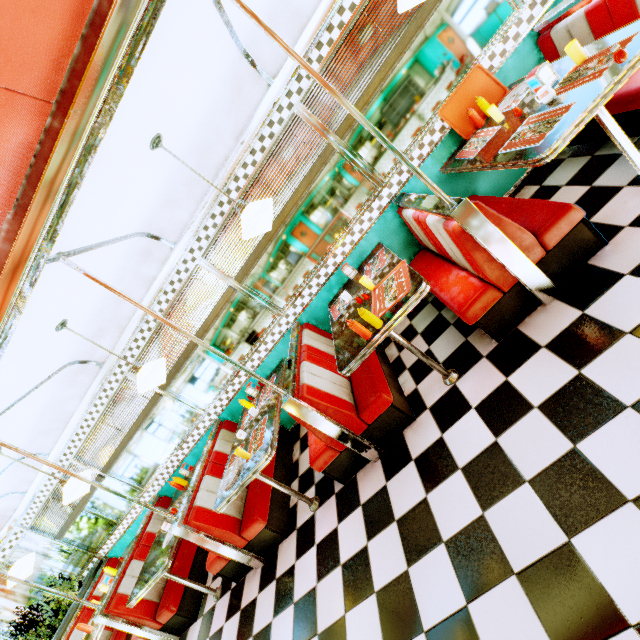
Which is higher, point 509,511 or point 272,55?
point 272,55

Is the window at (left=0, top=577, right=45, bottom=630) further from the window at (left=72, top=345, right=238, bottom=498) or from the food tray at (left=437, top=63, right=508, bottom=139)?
the food tray at (left=437, top=63, right=508, bottom=139)

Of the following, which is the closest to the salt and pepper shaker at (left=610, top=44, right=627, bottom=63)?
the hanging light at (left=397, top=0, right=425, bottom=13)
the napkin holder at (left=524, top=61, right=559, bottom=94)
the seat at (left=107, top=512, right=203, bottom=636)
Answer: the napkin holder at (left=524, top=61, right=559, bottom=94)

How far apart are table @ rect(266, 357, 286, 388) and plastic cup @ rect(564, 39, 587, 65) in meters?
3.8

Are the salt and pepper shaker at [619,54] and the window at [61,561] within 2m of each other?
no

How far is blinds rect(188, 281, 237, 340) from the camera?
4.0m

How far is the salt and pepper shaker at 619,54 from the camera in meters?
1.8 m

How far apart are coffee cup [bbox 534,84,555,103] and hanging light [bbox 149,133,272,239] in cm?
214
